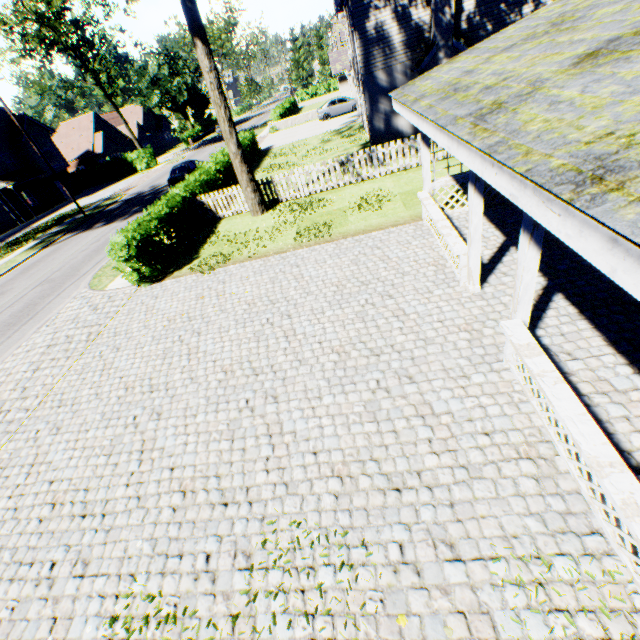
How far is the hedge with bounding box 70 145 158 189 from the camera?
41.0 meters

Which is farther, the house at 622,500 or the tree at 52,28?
the tree at 52,28

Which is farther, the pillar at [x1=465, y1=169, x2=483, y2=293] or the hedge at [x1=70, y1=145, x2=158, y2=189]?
the hedge at [x1=70, y1=145, x2=158, y2=189]

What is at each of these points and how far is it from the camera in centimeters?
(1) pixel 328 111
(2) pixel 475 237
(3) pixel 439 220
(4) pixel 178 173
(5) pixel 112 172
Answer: (1) car, 3244cm
(2) pillar, 607cm
(3) house, 771cm
(4) car, 2334cm
(5) hedge, 4200cm

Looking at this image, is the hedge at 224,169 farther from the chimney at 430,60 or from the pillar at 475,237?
the chimney at 430,60

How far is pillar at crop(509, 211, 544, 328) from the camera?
3.91m

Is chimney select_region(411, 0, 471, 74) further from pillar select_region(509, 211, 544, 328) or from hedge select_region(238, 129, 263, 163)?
pillar select_region(509, 211, 544, 328)

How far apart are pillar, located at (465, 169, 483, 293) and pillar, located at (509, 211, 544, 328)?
1.8 meters
